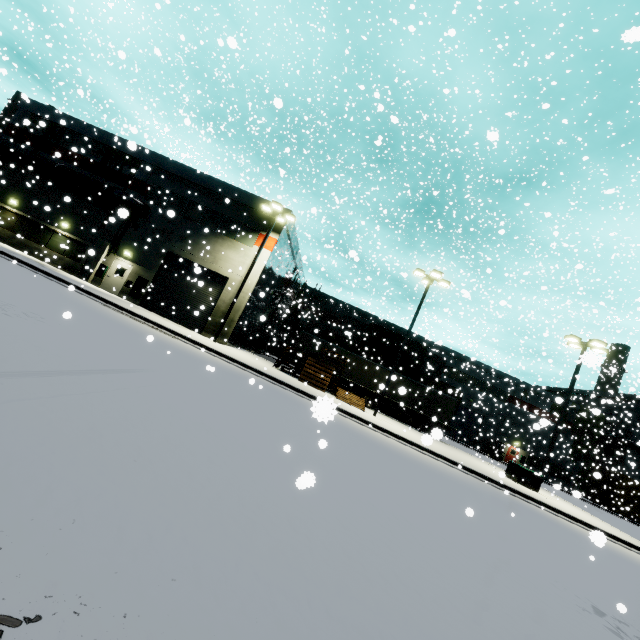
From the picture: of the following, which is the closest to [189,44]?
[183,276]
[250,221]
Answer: [250,221]

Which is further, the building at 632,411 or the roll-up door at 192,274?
the building at 632,411

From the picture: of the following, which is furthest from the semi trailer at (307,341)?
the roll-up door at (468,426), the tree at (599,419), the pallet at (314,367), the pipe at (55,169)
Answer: the pipe at (55,169)

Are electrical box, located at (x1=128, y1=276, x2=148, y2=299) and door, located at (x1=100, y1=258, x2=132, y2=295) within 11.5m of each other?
yes

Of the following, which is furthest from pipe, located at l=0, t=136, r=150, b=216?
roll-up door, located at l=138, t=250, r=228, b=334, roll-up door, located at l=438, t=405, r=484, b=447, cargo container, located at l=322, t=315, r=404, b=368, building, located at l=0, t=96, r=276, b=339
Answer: roll-up door, located at l=438, t=405, r=484, b=447

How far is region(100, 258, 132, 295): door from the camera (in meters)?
23.14

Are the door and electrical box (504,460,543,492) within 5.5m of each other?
no

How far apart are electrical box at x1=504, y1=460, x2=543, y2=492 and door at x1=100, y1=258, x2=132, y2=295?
28.57m
